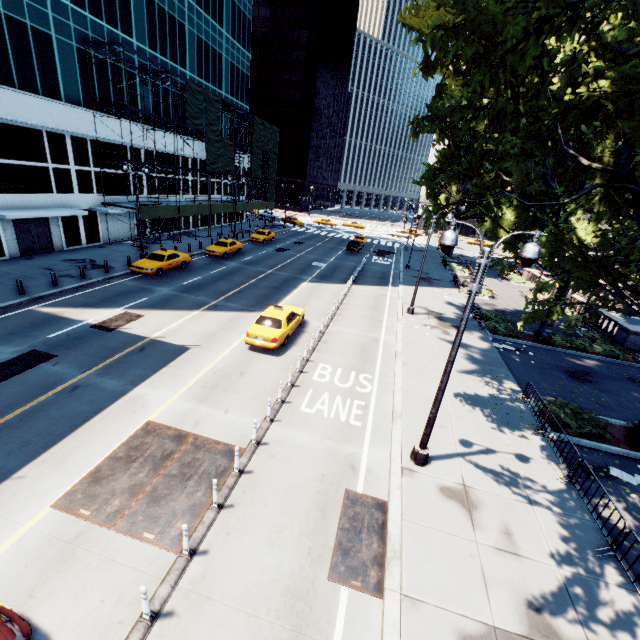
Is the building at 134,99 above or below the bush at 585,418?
above

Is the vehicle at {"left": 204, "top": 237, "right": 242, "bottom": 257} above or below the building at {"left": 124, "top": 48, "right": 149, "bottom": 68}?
below

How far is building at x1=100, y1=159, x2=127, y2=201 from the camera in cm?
2928

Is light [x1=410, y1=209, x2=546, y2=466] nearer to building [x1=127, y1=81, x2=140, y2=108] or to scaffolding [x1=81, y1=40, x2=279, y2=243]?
scaffolding [x1=81, y1=40, x2=279, y2=243]

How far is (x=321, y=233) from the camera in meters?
57.9

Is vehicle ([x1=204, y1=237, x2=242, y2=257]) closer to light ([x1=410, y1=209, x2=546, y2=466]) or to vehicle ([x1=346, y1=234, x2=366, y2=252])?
vehicle ([x1=346, y1=234, x2=366, y2=252])

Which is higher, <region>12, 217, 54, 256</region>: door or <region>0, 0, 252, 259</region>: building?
<region>0, 0, 252, 259</region>: building

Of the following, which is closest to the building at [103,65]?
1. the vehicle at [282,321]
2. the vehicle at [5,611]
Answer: the vehicle at [282,321]
